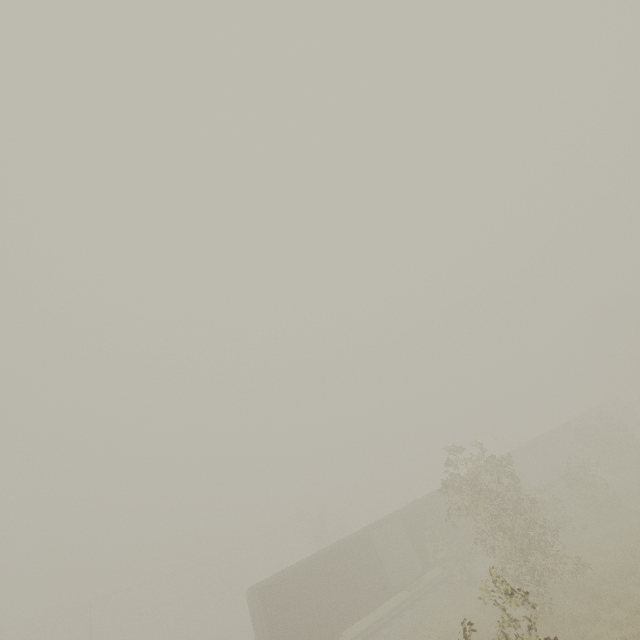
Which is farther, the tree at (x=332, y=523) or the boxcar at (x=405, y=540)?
the tree at (x=332, y=523)

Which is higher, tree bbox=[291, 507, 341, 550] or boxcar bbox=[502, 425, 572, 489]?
tree bbox=[291, 507, 341, 550]

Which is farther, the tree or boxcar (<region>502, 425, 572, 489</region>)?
the tree

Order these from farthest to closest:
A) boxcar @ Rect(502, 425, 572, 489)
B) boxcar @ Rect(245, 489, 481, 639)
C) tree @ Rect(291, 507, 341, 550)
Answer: tree @ Rect(291, 507, 341, 550), boxcar @ Rect(502, 425, 572, 489), boxcar @ Rect(245, 489, 481, 639)

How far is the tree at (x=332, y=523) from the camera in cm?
3591

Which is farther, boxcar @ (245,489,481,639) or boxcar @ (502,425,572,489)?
boxcar @ (502,425,572,489)

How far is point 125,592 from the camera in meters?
43.9 m

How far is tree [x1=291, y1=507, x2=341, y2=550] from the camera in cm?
3591
